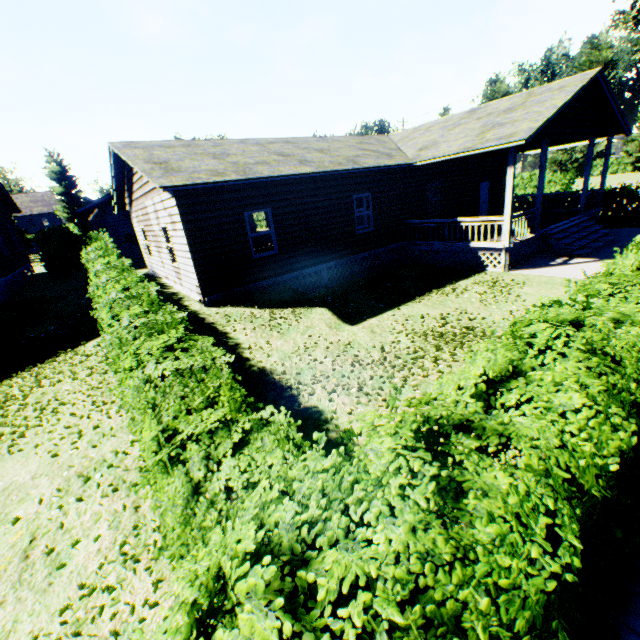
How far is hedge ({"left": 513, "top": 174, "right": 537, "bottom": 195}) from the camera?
35.22m

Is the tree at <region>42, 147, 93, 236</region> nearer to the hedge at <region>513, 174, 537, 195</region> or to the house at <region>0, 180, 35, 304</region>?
the house at <region>0, 180, 35, 304</region>

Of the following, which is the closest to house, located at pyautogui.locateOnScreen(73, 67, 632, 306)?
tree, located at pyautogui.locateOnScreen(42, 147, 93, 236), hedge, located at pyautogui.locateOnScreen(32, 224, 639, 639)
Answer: hedge, located at pyautogui.locateOnScreen(32, 224, 639, 639)

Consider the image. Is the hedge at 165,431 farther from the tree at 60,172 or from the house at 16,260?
the tree at 60,172

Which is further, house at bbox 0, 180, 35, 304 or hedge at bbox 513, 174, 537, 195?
hedge at bbox 513, 174, 537, 195

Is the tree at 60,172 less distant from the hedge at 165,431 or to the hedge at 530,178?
the hedge at 165,431

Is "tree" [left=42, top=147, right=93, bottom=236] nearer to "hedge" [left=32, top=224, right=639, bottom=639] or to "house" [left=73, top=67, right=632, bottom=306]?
"house" [left=73, top=67, right=632, bottom=306]

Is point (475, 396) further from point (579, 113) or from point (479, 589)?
point (579, 113)
